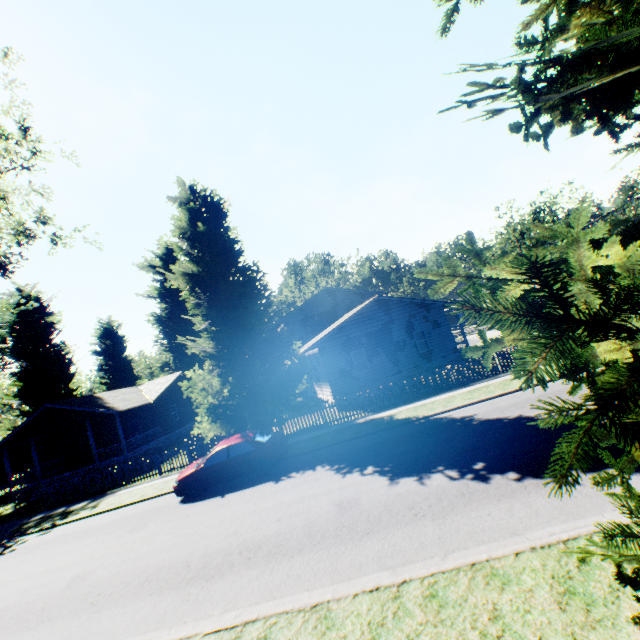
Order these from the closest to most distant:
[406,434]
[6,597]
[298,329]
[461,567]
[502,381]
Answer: [461,567] → [6,597] → [406,434] → [502,381] → [298,329]

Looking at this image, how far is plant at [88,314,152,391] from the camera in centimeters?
4225cm

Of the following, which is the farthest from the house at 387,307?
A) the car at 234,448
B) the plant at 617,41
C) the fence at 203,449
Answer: the car at 234,448

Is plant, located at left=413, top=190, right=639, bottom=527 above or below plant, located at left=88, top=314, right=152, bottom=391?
below

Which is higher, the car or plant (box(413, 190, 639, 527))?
plant (box(413, 190, 639, 527))

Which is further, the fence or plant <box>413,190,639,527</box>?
the fence

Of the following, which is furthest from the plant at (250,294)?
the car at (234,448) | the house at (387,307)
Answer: the car at (234,448)
